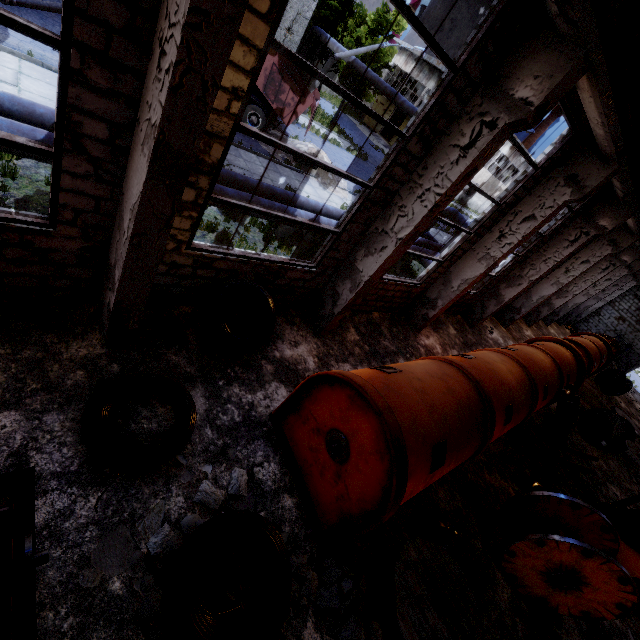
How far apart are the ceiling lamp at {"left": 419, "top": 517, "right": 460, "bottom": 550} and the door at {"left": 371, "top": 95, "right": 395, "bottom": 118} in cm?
5081

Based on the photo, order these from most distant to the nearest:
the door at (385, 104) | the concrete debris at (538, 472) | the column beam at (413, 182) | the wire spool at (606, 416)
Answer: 1. the door at (385, 104)
2. the wire spool at (606, 416)
3. the concrete debris at (538, 472)
4. the column beam at (413, 182)

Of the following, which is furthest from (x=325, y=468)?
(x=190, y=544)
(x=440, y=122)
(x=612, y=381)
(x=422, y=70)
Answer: (x=422, y=70)

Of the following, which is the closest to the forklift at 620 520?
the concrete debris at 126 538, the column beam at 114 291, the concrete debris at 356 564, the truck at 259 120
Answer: the concrete debris at 356 564

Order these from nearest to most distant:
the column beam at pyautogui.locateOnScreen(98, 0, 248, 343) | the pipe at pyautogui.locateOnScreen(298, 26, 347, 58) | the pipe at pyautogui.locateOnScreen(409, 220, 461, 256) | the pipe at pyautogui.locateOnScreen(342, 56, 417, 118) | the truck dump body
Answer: the column beam at pyautogui.locateOnScreen(98, 0, 248, 343) → the truck dump body → the pipe at pyautogui.locateOnScreen(409, 220, 461, 256) → the pipe at pyautogui.locateOnScreen(342, 56, 417, 118) → the pipe at pyautogui.locateOnScreen(298, 26, 347, 58)

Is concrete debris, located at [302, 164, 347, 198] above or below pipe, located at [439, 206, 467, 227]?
below

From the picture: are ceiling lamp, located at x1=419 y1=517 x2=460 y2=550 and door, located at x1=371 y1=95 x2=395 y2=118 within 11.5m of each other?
no

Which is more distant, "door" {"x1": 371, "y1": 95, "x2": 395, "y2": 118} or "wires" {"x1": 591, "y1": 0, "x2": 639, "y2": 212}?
"door" {"x1": 371, "y1": 95, "x2": 395, "y2": 118}
